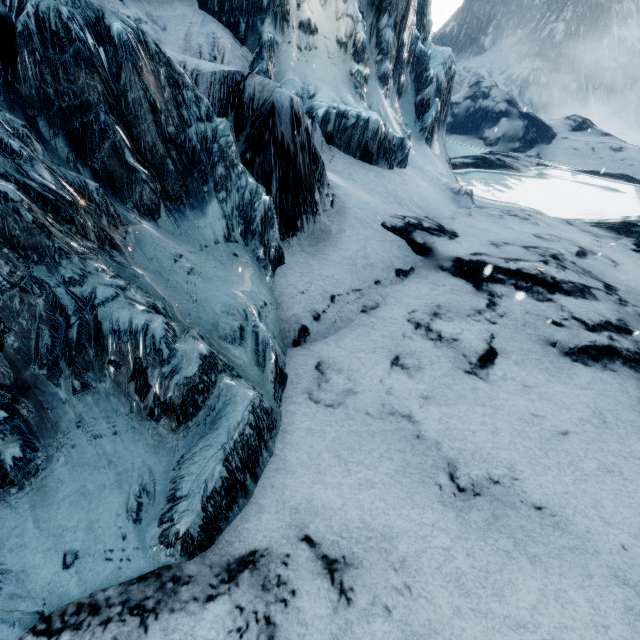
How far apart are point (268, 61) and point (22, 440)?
12.1m
